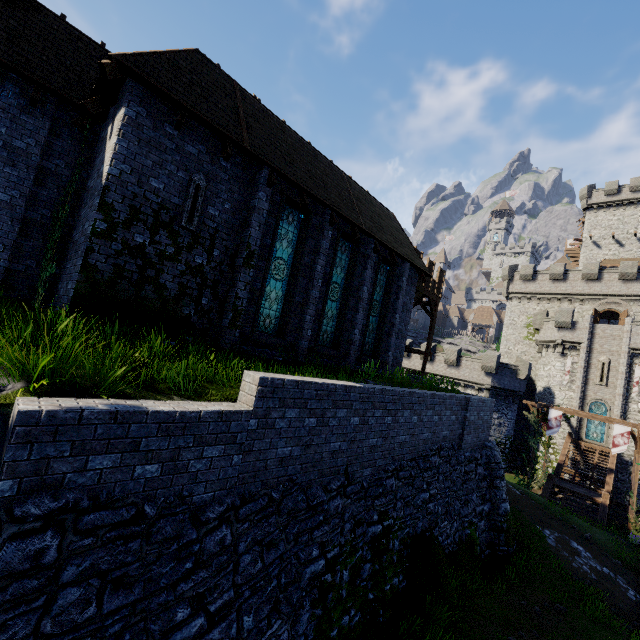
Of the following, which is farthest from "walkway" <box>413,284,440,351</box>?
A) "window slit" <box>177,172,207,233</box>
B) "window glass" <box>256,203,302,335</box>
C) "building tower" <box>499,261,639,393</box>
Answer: "building tower" <box>499,261,639,393</box>

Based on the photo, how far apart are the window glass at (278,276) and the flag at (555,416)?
24.22m

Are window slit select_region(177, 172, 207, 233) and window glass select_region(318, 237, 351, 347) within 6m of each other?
yes

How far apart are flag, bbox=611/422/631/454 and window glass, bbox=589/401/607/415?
9.9 meters

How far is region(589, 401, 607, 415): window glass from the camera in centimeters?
3011cm

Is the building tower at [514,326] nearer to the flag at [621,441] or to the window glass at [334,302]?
the flag at [621,441]

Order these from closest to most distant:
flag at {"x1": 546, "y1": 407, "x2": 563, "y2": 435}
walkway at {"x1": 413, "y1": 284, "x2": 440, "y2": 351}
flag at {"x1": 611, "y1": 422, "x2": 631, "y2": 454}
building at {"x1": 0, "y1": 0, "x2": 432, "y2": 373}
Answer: building at {"x1": 0, "y1": 0, "x2": 432, "y2": 373}
flag at {"x1": 611, "y1": 422, "x2": 631, "y2": 454}
walkway at {"x1": 413, "y1": 284, "x2": 440, "y2": 351}
flag at {"x1": 546, "y1": 407, "x2": 563, "y2": 435}

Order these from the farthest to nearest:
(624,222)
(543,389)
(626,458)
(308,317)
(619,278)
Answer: (624,222) < (543,389) < (619,278) < (626,458) < (308,317)
